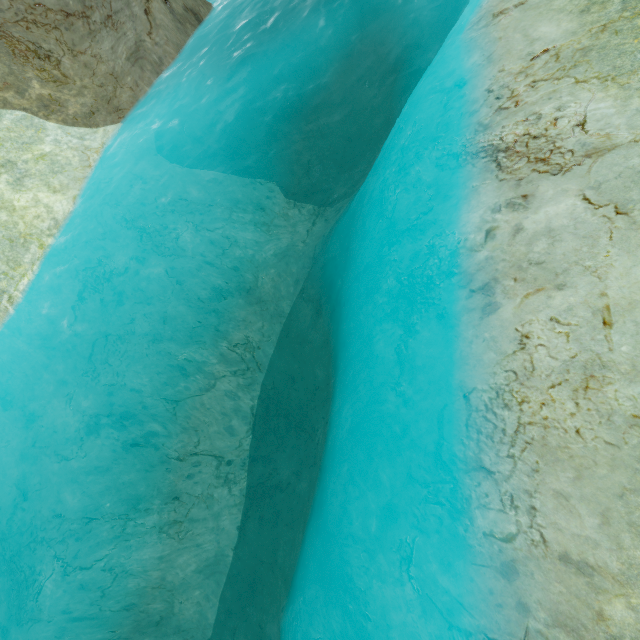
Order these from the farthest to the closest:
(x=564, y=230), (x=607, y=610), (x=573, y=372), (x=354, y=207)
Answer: (x=354, y=207)
(x=564, y=230)
(x=573, y=372)
(x=607, y=610)
